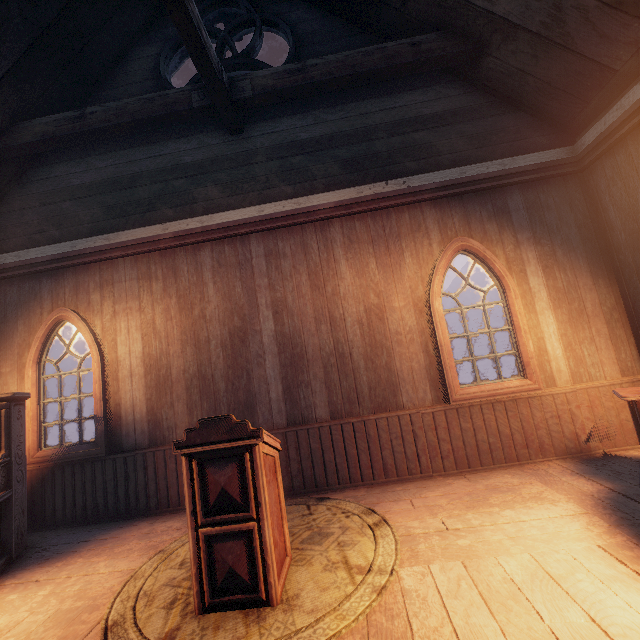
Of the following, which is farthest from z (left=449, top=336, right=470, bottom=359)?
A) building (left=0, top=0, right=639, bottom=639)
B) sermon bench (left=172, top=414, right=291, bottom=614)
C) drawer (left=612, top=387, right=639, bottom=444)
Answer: sermon bench (left=172, top=414, right=291, bottom=614)

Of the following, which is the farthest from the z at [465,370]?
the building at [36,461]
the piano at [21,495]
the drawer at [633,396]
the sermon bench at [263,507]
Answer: the sermon bench at [263,507]

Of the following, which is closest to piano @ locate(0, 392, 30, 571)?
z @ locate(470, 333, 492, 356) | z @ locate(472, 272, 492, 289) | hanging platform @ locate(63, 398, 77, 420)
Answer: z @ locate(472, 272, 492, 289)

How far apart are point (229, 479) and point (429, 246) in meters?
3.9

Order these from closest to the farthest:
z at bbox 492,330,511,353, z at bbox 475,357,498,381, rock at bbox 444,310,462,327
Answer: z at bbox 475,357,498,381 → z at bbox 492,330,511,353 → rock at bbox 444,310,462,327

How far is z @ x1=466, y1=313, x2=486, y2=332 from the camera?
39.62m
